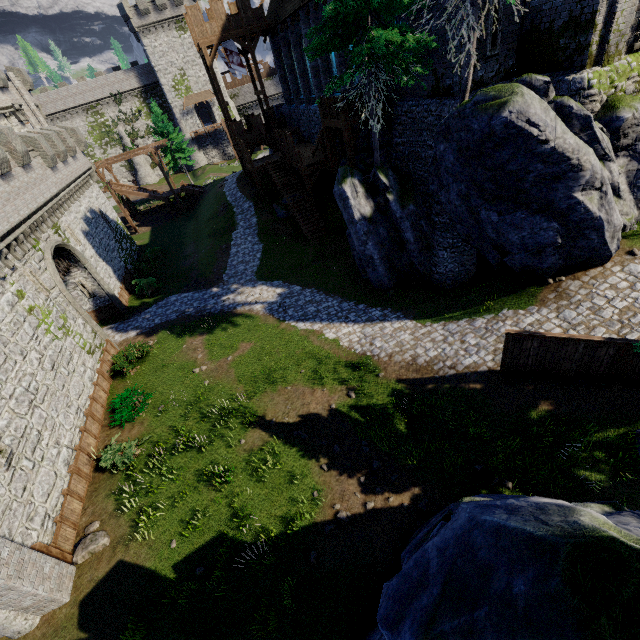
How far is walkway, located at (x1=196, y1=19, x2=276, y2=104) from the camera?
26.3m

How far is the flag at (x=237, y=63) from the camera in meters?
27.4

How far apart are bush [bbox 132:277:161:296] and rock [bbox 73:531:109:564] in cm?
1686

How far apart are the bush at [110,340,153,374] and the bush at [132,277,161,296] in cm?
690

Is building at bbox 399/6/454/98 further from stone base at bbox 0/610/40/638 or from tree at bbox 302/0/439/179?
stone base at bbox 0/610/40/638

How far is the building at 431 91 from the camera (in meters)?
13.19

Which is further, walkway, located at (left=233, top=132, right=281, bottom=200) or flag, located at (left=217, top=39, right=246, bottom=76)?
walkway, located at (left=233, top=132, right=281, bottom=200)

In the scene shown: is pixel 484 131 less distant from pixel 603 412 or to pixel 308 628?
pixel 603 412
